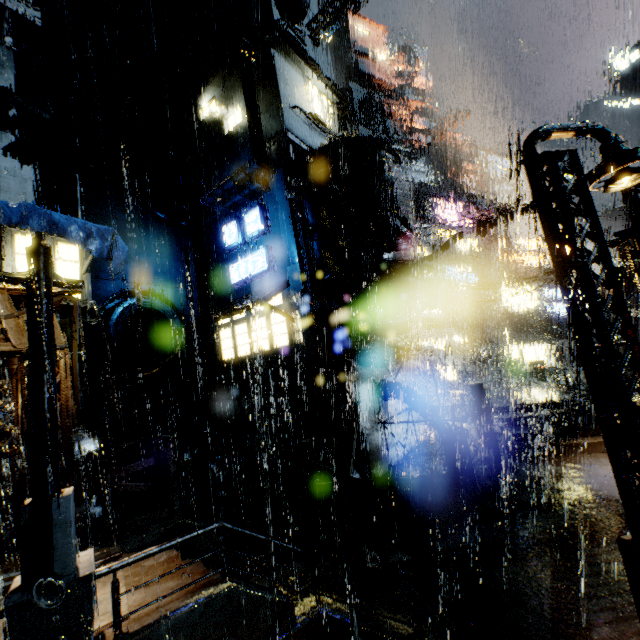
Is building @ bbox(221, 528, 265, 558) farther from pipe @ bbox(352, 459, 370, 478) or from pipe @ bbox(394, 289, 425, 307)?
pipe @ bbox(394, 289, 425, 307)

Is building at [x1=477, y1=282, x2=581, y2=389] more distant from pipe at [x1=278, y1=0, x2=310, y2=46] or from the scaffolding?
the scaffolding

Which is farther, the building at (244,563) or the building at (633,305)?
the building at (633,305)

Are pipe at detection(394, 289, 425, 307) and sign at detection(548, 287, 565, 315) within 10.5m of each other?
no

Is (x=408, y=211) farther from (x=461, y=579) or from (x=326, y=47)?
(x=326, y=47)

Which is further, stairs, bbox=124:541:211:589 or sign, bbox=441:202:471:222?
sign, bbox=441:202:471:222

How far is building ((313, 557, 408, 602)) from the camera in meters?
7.3 m

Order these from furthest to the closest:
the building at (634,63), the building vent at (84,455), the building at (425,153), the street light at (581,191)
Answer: the building at (634,63) < the building at (425,153) < the building vent at (84,455) < the street light at (581,191)
